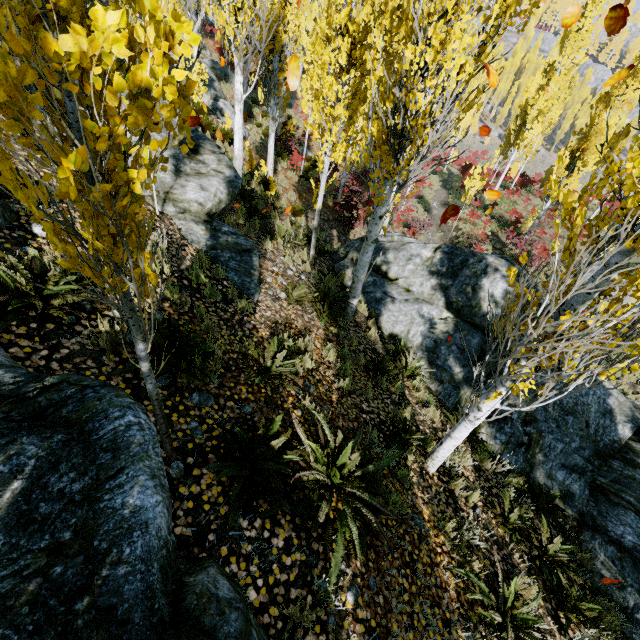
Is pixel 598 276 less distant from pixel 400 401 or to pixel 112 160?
pixel 112 160

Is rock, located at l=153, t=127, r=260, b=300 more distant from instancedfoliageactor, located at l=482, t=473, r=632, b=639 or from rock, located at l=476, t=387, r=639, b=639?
rock, located at l=476, t=387, r=639, b=639

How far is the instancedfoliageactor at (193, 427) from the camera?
3.2 meters

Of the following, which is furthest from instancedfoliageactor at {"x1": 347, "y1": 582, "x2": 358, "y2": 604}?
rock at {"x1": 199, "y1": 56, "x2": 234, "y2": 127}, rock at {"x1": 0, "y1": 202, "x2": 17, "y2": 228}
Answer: rock at {"x1": 199, "y1": 56, "x2": 234, "y2": 127}

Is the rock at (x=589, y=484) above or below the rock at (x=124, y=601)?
below

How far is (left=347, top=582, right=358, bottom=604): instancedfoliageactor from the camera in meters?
2.9 m

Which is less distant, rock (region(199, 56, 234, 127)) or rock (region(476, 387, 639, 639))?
rock (region(476, 387, 639, 639))
